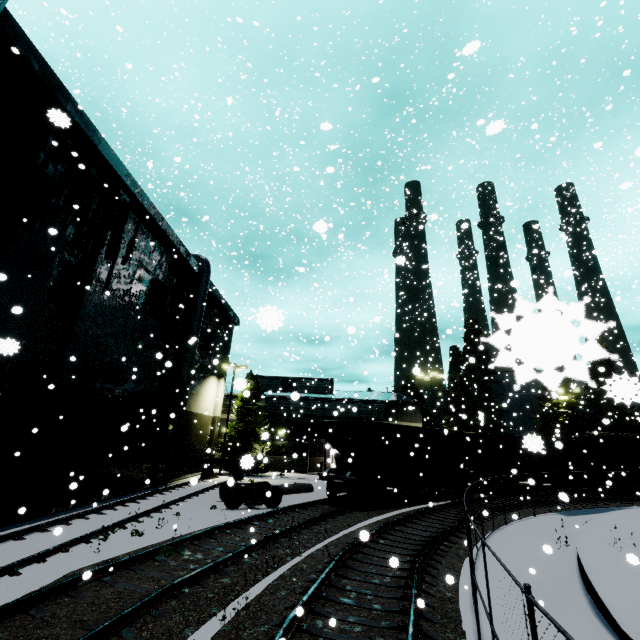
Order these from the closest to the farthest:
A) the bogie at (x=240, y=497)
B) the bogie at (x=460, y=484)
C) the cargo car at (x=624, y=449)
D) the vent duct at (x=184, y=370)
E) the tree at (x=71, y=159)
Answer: the tree at (x=71, y=159) → the bogie at (x=240, y=497) → the vent duct at (x=184, y=370) → the bogie at (x=460, y=484) → the cargo car at (x=624, y=449)

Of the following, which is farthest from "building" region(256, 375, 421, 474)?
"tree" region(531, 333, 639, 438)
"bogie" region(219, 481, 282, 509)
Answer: "tree" region(531, 333, 639, 438)

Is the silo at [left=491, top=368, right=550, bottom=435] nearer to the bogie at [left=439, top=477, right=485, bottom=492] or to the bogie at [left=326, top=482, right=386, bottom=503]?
the bogie at [left=326, top=482, right=386, bottom=503]

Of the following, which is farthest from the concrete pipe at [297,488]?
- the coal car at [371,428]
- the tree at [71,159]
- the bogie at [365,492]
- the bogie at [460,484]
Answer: the bogie at [460,484]

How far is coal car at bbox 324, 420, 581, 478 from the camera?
17.5 meters

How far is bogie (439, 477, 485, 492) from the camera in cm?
2250

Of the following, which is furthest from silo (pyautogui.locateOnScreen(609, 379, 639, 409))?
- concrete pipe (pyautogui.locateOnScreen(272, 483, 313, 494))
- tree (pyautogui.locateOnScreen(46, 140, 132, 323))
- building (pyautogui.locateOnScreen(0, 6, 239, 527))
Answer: concrete pipe (pyautogui.locateOnScreen(272, 483, 313, 494))

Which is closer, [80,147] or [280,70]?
[80,147]
